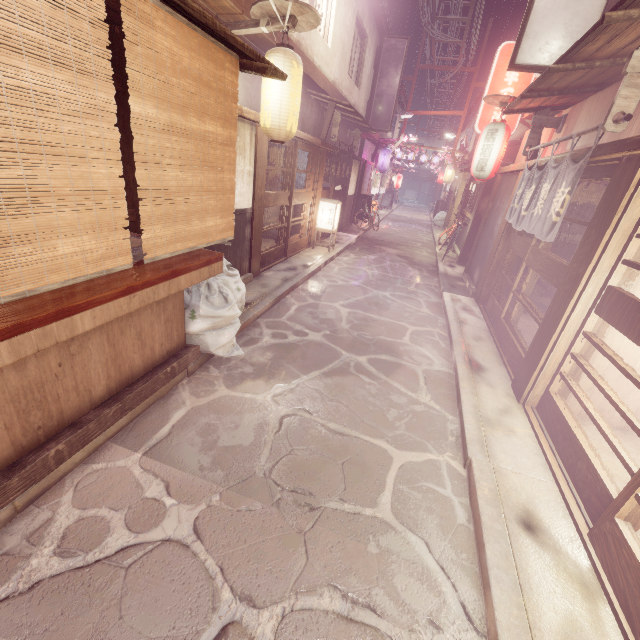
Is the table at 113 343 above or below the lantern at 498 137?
below

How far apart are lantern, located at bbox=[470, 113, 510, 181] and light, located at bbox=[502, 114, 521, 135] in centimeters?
179cm

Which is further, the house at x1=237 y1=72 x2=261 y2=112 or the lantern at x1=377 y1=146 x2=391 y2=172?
the lantern at x1=377 y1=146 x2=391 y2=172

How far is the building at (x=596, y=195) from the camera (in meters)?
11.27

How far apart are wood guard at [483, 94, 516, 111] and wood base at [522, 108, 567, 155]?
1.47m

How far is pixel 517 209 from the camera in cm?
1052

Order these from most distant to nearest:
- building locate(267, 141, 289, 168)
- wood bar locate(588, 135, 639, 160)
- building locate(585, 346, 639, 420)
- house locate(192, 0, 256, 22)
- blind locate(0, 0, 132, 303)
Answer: building locate(267, 141, 289, 168) → house locate(192, 0, 256, 22) → building locate(585, 346, 639, 420) → wood bar locate(588, 135, 639, 160) → blind locate(0, 0, 132, 303)

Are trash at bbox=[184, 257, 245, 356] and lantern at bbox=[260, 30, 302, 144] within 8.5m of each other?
yes
